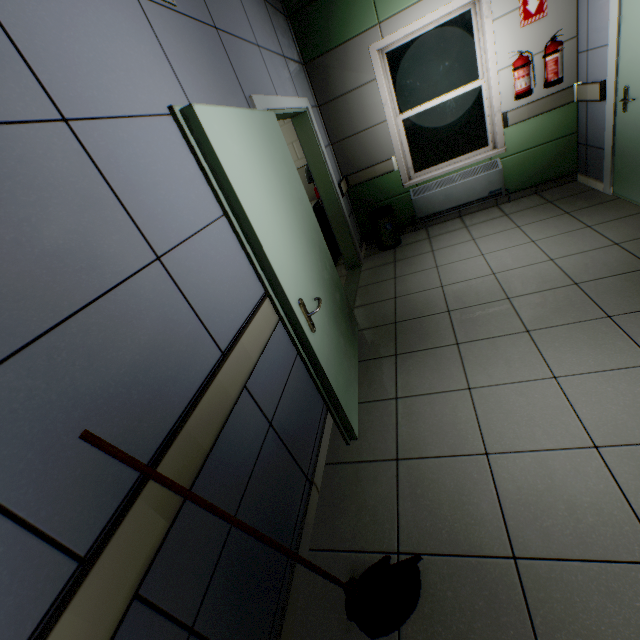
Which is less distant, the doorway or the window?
the doorway

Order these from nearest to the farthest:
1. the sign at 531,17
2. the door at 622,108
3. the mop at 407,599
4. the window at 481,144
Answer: the mop at 407,599
the door at 622,108
the sign at 531,17
the window at 481,144

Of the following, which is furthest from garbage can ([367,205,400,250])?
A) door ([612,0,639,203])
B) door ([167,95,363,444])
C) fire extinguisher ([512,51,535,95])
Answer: door ([612,0,639,203])

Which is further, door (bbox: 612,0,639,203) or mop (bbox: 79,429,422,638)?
door (bbox: 612,0,639,203)

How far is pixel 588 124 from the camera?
3.79m

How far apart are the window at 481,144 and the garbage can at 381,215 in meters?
0.6

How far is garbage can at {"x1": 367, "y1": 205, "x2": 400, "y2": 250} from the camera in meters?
4.6

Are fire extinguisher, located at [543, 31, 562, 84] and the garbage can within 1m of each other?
no
